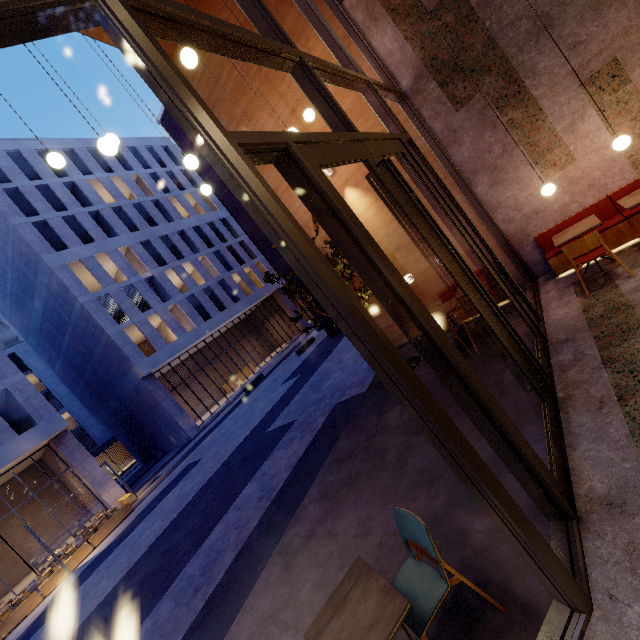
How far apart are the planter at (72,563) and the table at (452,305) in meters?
18.7 m

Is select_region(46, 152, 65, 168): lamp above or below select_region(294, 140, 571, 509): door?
above

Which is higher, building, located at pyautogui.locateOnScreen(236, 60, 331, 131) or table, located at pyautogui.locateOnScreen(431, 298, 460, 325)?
building, located at pyautogui.locateOnScreen(236, 60, 331, 131)

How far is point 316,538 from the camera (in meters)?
4.38

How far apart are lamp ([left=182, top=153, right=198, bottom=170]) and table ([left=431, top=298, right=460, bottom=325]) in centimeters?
489cm

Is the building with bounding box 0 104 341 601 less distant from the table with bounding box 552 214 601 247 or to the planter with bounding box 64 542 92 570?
the planter with bounding box 64 542 92 570

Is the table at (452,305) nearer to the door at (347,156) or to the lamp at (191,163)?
the door at (347,156)

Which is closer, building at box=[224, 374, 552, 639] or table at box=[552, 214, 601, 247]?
building at box=[224, 374, 552, 639]
